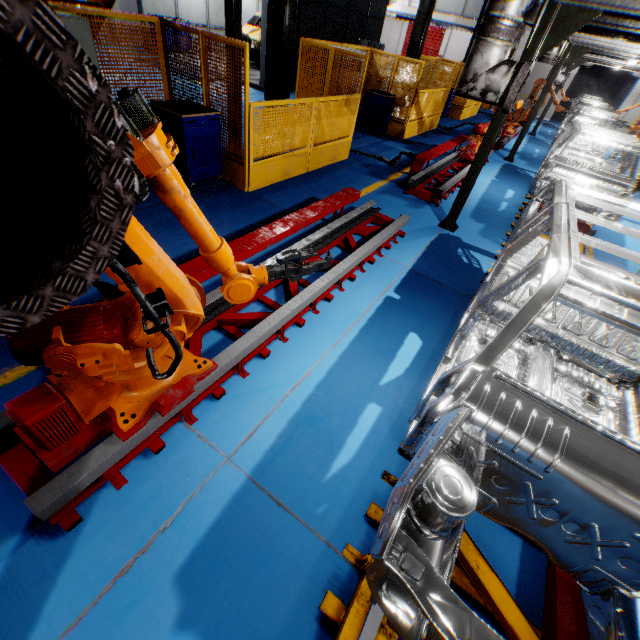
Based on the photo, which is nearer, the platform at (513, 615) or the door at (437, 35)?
the platform at (513, 615)

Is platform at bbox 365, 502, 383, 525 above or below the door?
below

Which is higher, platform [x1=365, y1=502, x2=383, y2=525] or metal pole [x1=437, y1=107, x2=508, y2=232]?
metal pole [x1=437, y1=107, x2=508, y2=232]

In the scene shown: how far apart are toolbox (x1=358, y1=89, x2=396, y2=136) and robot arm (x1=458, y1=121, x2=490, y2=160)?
2.6 meters

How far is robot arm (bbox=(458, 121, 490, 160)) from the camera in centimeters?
951cm

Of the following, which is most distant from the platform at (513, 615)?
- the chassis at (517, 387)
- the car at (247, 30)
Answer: the car at (247, 30)

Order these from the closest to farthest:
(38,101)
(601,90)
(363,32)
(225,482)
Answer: (38,101) → (225,482) → (363,32) → (601,90)

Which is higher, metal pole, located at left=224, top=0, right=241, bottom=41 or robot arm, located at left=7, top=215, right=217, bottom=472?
metal pole, located at left=224, top=0, right=241, bottom=41
